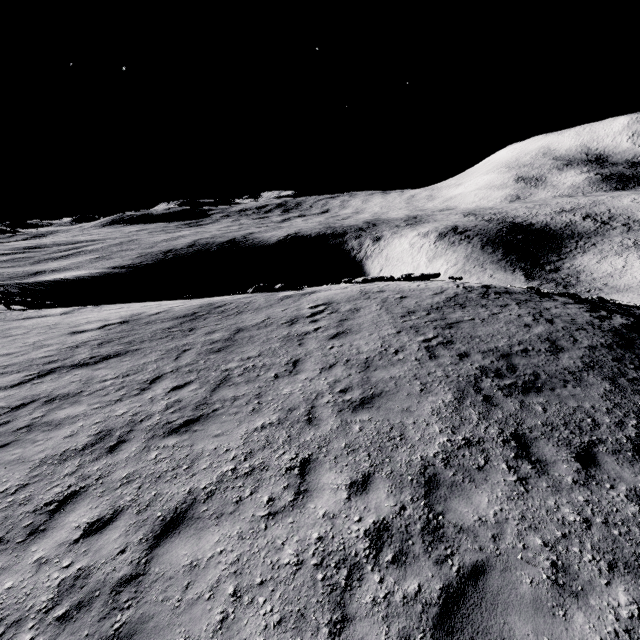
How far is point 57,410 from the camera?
8.2 meters
